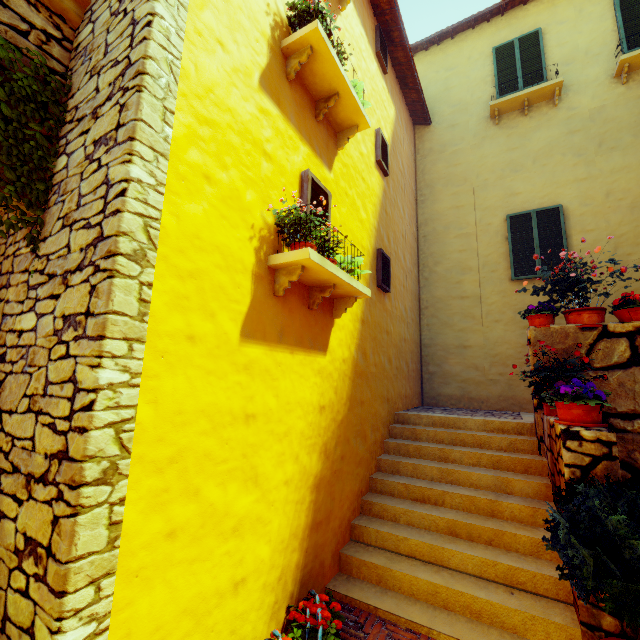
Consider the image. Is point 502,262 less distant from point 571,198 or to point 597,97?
point 571,198

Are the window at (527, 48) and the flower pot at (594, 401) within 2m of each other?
no

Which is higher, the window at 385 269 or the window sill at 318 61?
the window sill at 318 61

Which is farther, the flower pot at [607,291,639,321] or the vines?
the flower pot at [607,291,639,321]

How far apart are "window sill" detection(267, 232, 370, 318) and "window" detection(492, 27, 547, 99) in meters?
8.0 m

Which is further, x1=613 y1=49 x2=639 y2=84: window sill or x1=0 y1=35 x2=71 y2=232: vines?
x1=613 y1=49 x2=639 y2=84: window sill

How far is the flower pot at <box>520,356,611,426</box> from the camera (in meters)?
3.05

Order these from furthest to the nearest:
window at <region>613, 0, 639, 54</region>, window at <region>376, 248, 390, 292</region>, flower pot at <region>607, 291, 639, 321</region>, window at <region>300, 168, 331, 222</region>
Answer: window at <region>613, 0, 639, 54</region> < window at <region>376, 248, 390, 292</region> < flower pot at <region>607, 291, 639, 321</region> < window at <region>300, 168, 331, 222</region>
